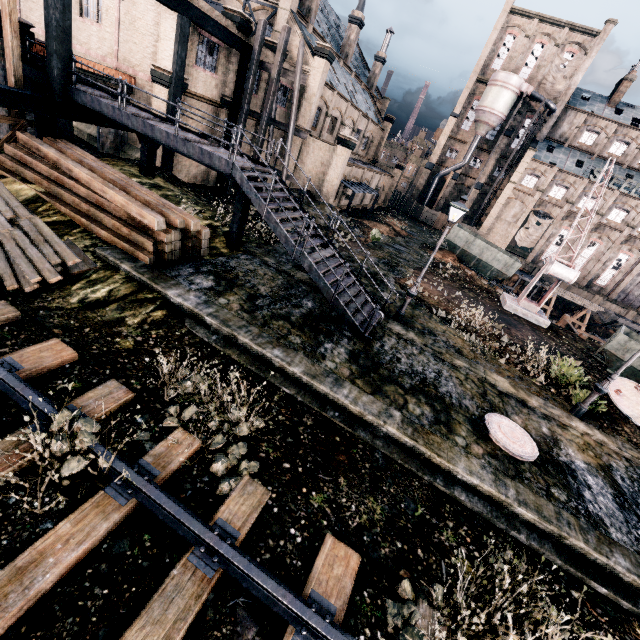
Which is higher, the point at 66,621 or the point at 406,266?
the point at 406,266

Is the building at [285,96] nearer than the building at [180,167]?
No

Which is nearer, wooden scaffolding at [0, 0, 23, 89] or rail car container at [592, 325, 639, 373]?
wooden scaffolding at [0, 0, 23, 89]

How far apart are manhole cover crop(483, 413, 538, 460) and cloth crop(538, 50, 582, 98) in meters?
62.2 m

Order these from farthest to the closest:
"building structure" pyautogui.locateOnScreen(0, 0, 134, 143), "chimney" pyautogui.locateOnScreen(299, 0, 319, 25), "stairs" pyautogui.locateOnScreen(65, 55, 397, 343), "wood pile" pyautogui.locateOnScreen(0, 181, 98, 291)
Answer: "chimney" pyautogui.locateOnScreen(299, 0, 319, 25)
"building structure" pyautogui.locateOnScreen(0, 0, 134, 143)
"stairs" pyautogui.locateOnScreen(65, 55, 397, 343)
"wood pile" pyautogui.locateOnScreen(0, 181, 98, 291)

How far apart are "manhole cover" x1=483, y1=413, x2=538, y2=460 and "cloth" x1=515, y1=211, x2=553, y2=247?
53.70m

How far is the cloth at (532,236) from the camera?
52.6m

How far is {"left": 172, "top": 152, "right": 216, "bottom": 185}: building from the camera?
21.9 meters
